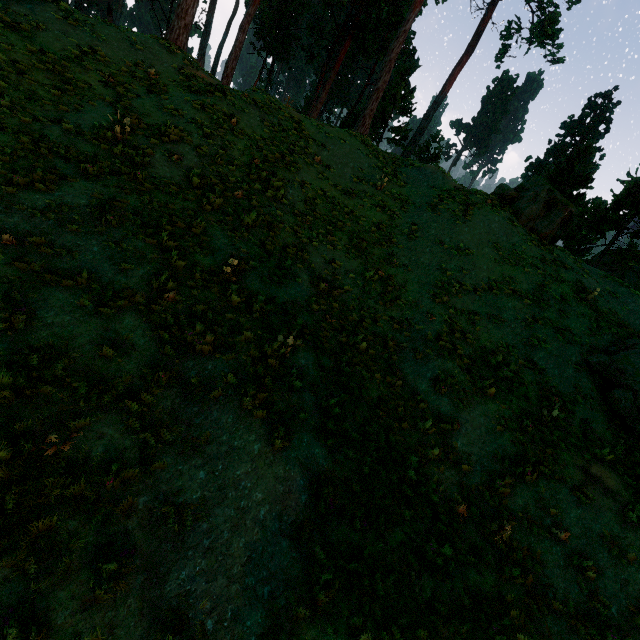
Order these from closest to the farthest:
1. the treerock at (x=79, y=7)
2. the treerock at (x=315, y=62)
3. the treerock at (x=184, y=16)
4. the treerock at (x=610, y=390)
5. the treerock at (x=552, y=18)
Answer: the treerock at (x=610, y=390) → the treerock at (x=79, y=7) → the treerock at (x=184, y=16) → the treerock at (x=315, y=62) → the treerock at (x=552, y=18)

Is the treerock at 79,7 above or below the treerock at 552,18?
below

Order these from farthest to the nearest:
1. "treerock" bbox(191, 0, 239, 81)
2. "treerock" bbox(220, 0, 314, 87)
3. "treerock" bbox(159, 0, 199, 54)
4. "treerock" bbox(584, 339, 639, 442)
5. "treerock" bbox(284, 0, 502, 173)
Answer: "treerock" bbox(220, 0, 314, 87) → "treerock" bbox(284, 0, 502, 173) → "treerock" bbox(191, 0, 239, 81) → "treerock" bbox(159, 0, 199, 54) → "treerock" bbox(584, 339, 639, 442)

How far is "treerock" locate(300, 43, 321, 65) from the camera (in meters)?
33.06

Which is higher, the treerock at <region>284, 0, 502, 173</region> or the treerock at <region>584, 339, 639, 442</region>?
the treerock at <region>284, 0, 502, 173</region>

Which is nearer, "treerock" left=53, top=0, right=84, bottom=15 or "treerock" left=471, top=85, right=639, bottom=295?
"treerock" left=53, top=0, right=84, bottom=15

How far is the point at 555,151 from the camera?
50.6 meters
